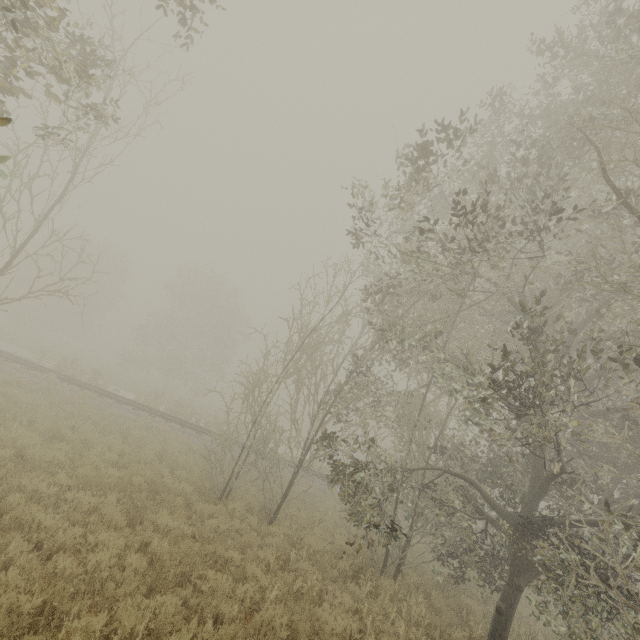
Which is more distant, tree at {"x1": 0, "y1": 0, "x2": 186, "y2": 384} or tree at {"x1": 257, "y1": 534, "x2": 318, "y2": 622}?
tree at {"x1": 257, "y1": 534, "x2": 318, "y2": 622}

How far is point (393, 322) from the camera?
7.71m

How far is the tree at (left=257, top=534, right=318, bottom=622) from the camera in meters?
6.4

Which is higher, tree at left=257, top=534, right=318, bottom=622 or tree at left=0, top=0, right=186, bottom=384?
tree at left=0, top=0, right=186, bottom=384

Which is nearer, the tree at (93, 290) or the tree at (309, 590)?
the tree at (93, 290)

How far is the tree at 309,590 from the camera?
6.41m
